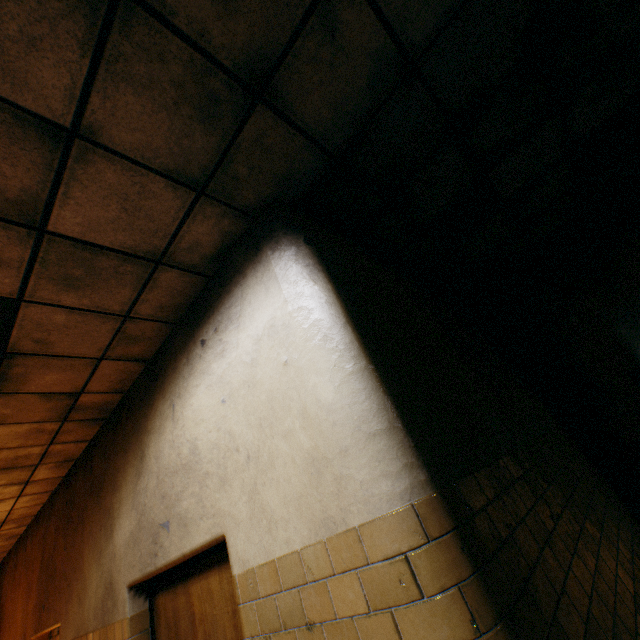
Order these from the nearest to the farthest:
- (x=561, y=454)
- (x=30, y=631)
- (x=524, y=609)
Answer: (x=524, y=609) → (x=561, y=454) → (x=30, y=631)
